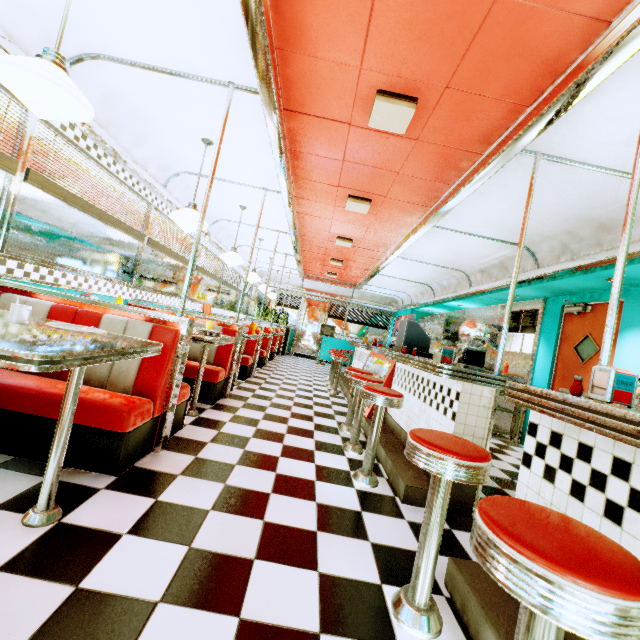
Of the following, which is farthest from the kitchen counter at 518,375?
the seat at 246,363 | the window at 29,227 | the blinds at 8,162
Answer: the blinds at 8,162

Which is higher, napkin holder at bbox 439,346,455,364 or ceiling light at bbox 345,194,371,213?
ceiling light at bbox 345,194,371,213

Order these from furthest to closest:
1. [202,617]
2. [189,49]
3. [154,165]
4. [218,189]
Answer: [218,189], [154,165], [189,49], [202,617]

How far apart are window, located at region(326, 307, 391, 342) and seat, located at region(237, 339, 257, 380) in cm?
722

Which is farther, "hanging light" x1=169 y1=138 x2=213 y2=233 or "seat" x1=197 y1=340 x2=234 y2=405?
"seat" x1=197 y1=340 x2=234 y2=405

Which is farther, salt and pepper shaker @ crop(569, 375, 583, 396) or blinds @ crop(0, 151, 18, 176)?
blinds @ crop(0, 151, 18, 176)

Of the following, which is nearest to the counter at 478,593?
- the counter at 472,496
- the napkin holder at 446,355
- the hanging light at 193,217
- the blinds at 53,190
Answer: the counter at 472,496

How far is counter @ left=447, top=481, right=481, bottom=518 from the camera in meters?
2.6
